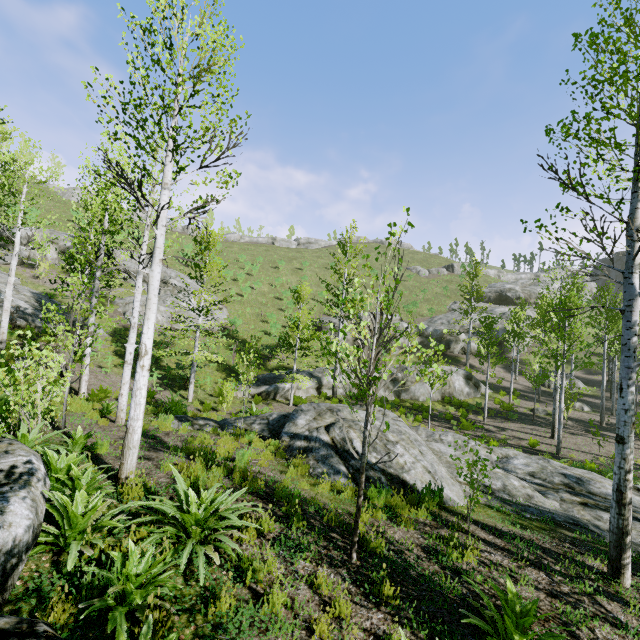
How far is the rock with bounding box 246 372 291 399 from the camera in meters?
20.1

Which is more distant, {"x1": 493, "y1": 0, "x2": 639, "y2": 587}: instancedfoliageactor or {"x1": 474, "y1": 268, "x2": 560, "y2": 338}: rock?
{"x1": 474, "y1": 268, "x2": 560, "y2": 338}: rock

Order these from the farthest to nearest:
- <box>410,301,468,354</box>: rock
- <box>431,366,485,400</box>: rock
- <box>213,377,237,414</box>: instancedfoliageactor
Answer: <box>410,301,468,354</box>: rock < <box>431,366,485,400</box>: rock < <box>213,377,237,414</box>: instancedfoliageactor

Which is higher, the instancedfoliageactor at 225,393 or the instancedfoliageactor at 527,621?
the instancedfoliageactor at 527,621

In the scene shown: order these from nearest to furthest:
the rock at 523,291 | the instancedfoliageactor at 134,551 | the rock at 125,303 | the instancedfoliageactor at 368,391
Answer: the instancedfoliageactor at 134,551
the instancedfoliageactor at 368,391
the rock at 125,303
the rock at 523,291

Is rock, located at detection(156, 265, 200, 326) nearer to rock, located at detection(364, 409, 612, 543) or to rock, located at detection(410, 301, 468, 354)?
rock, located at detection(410, 301, 468, 354)

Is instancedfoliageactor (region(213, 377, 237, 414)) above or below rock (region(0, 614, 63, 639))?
below

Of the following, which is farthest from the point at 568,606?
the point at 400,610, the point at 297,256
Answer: the point at 297,256
